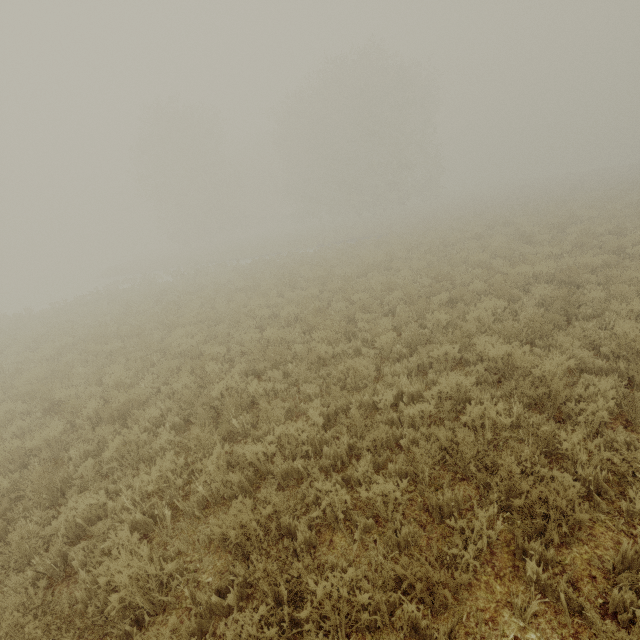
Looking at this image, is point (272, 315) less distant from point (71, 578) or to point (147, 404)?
point (147, 404)
